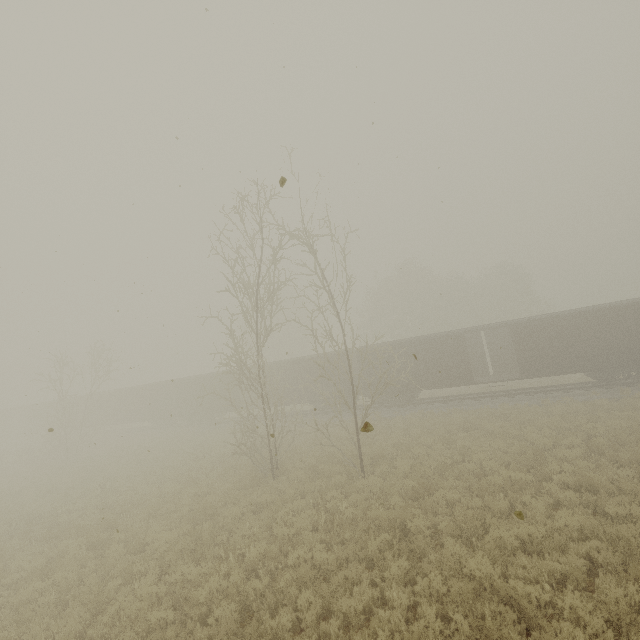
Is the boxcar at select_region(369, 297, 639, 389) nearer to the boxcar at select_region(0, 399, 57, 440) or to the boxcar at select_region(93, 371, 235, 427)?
the boxcar at select_region(93, 371, 235, 427)

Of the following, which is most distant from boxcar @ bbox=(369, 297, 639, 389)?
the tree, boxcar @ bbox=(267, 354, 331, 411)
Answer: the tree

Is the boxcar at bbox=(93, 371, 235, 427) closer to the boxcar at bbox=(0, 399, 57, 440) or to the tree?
the boxcar at bbox=(0, 399, 57, 440)

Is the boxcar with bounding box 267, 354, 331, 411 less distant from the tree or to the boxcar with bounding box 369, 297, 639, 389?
the boxcar with bounding box 369, 297, 639, 389

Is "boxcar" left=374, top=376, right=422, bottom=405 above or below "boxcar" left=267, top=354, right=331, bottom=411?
below

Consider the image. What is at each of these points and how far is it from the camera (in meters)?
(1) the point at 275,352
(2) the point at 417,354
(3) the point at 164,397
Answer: (1) tree, 55.09
(2) boxcar, 23.28
(3) boxcar, 33.00

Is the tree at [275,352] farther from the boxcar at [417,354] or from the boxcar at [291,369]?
the boxcar at [291,369]

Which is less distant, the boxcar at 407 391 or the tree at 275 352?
the tree at 275 352
